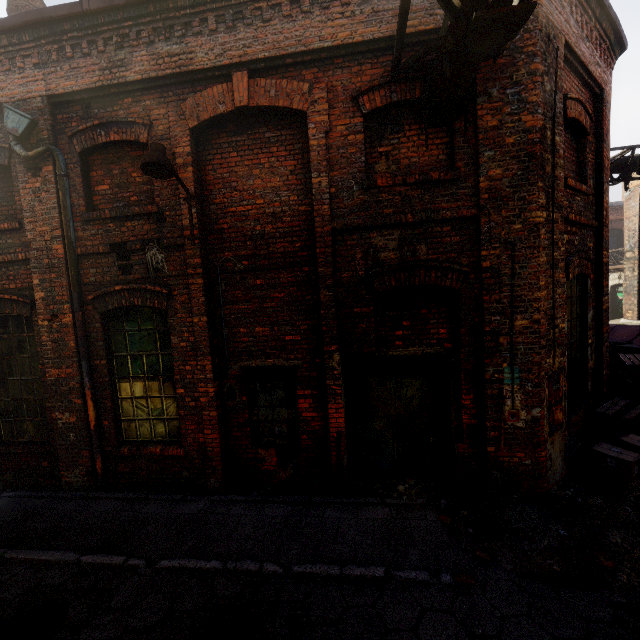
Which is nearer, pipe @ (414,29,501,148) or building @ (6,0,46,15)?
pipe @ (414,29,501,148)

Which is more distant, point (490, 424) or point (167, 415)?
point (167, 415)

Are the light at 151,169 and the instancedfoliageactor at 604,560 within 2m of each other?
no

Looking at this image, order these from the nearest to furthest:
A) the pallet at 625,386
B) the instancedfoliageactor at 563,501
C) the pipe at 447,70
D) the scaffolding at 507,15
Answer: the scaffolding at 507,15
the pipe at 447,70
the instancedfoliageactor at 563,501
the pallet at 625,386

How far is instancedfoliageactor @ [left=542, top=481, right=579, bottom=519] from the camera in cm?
384

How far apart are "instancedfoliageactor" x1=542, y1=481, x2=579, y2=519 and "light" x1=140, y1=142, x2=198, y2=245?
6.1 meters

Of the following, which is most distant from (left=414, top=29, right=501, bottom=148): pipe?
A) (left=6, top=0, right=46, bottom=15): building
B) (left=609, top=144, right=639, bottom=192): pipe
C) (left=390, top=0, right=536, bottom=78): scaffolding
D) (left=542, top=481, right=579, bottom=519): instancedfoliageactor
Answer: (left=609, top=144, right=639, bottom=192): pipe

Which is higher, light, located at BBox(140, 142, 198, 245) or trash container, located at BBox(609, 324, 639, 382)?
light, located at BBox(140, 142, 198, 245)
